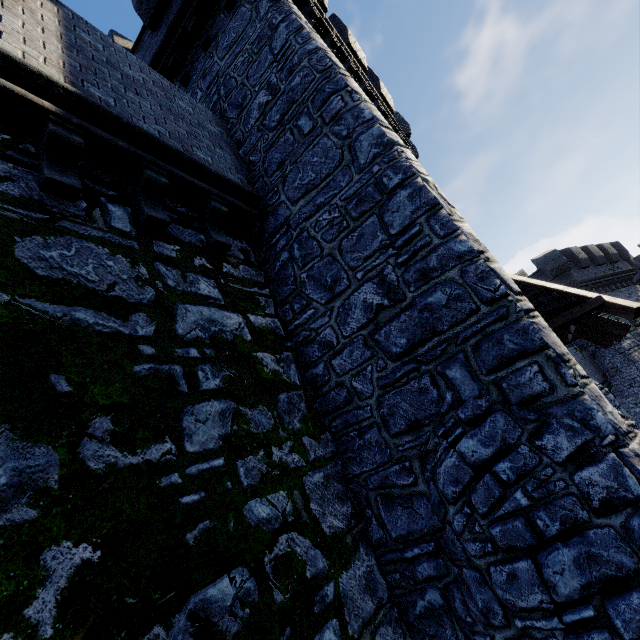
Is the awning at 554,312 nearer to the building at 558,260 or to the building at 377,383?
the building at 377,383

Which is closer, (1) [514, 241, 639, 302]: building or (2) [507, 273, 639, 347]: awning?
(2) [507, 273, 639, 347]: awning

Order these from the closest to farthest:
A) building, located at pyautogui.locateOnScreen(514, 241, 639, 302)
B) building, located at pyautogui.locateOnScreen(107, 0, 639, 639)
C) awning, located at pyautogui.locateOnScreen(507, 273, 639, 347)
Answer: building, located at pyautogui.locateOnScreen(107, 0, 639, 639) → awning, located at pyautogui.locateOnScreen(507, 273, 639, 347) → building, located at pyautogui.locateOnScreen(514, 241, 639, 302)

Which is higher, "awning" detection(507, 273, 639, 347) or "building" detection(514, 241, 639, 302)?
"building" detection(514, 241, 639, 302)

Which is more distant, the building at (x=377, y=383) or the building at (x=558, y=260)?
the building at (x=558, y=260)

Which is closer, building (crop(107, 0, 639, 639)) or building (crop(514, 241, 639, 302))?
building (crop(107, 0, 639, 639))

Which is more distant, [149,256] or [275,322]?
[275,322]

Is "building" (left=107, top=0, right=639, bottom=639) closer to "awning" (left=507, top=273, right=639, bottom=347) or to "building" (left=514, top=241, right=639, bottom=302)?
"awning" (left=507, top=273, right=639, bottom=347)
